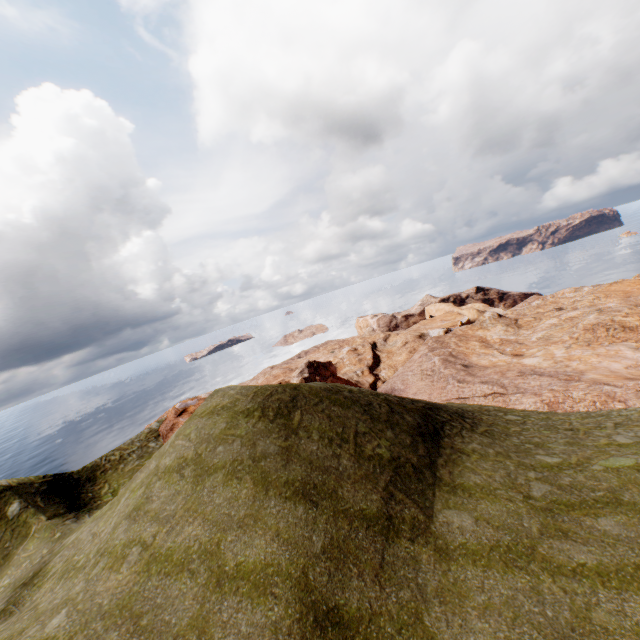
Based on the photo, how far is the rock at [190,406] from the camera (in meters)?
32.84

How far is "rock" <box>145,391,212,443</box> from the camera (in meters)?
32.84

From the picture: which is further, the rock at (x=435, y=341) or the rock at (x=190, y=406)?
the rock at (x=190, y=406)

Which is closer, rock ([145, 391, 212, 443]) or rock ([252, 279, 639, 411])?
rock ([252, 279, 639, 411])

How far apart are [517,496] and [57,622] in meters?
15.8 m

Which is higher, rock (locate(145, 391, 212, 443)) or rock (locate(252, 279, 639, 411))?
rock (locate(145, 391, 212, 443))
